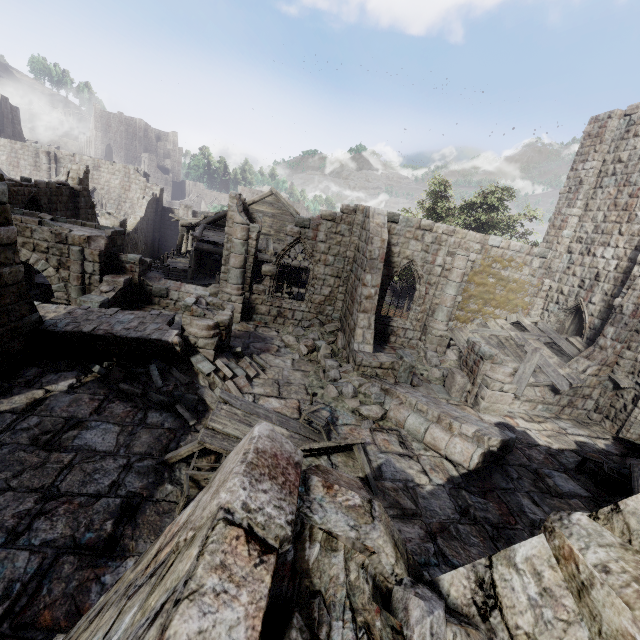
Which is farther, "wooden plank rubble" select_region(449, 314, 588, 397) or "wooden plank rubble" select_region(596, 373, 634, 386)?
"wooden plank rubble" select_region(449, 314, 588, 397)

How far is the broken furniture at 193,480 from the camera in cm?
584

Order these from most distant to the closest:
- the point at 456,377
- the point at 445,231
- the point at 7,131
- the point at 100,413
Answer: the point at 7,131, the point at 445,231, the point at 456,377, the point at 100,413

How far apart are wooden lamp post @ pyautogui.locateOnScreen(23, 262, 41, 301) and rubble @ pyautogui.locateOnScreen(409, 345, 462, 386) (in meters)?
17.33

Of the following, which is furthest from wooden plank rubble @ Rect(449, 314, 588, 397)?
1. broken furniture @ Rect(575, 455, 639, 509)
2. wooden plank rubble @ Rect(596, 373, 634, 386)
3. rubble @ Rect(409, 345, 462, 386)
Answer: broken furniture @ Rect(575, 455, 639, 509)

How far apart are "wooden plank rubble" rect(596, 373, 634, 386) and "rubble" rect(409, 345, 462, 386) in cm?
429

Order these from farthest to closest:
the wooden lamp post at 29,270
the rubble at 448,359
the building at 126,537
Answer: the wooden lamp post at 29,270, the rubble at 448,359, the building at 126,537

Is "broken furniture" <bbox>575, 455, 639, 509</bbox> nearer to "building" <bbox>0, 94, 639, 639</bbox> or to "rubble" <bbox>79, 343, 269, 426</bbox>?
"building" <bbox>0, 94, 639, 639</bbox>
